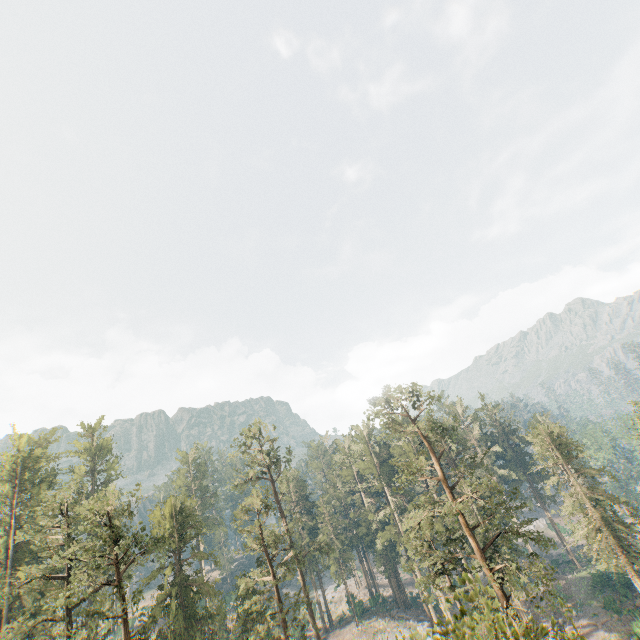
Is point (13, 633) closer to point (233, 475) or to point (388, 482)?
point (233, 475)

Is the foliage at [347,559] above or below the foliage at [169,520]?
below

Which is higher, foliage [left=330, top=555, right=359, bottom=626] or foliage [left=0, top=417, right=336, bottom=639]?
foliage [left=0, top=417, right=336, bottom=639]

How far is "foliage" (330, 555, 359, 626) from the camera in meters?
56.3

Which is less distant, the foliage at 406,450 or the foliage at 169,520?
the foliage at 406,450

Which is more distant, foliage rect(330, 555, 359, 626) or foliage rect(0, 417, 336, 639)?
foliage rect(330, 555, 359, 626)

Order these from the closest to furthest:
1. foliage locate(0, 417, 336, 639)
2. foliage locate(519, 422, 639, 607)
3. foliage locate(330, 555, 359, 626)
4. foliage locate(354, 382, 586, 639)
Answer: foliage locate(354, 382, 586, 639), foliage locate(0, 417, 336, 639), foliage locate(519, 422, 639, 607), foliage locate(330, 555, 359, 626)
